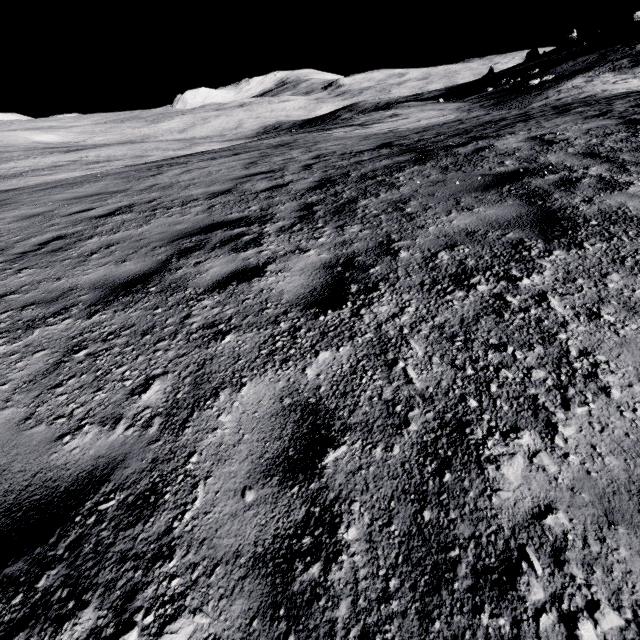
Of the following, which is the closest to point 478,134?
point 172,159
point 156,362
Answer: point 156,362
